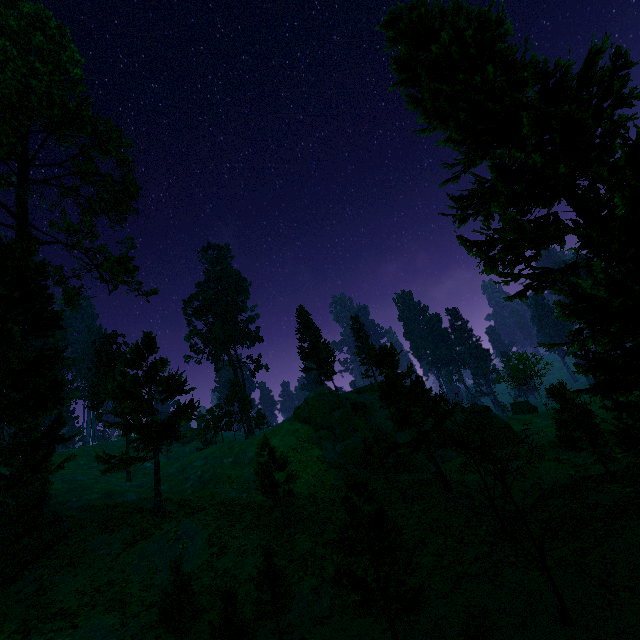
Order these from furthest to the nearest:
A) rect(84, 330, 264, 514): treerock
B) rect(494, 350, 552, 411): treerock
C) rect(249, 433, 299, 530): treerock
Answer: rect(494, 350, 552, 411): treerock < rect(84, 330, 264, 514): treerock < rect(249, 433, 299, 530): treerock

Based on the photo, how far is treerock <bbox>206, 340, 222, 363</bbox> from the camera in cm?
5703

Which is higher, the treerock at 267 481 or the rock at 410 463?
the treerock at 267 481

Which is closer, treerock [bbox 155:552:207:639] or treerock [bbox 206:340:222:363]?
treerock [bbox 155:552:207:639]

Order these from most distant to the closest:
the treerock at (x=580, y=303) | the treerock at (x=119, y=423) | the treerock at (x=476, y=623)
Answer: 1. the treerock at (x=119, y=423)
2. the treerock at (x=580, y=303)
3. the treerock at (x=476, y=623)

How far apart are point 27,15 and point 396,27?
42.7m
